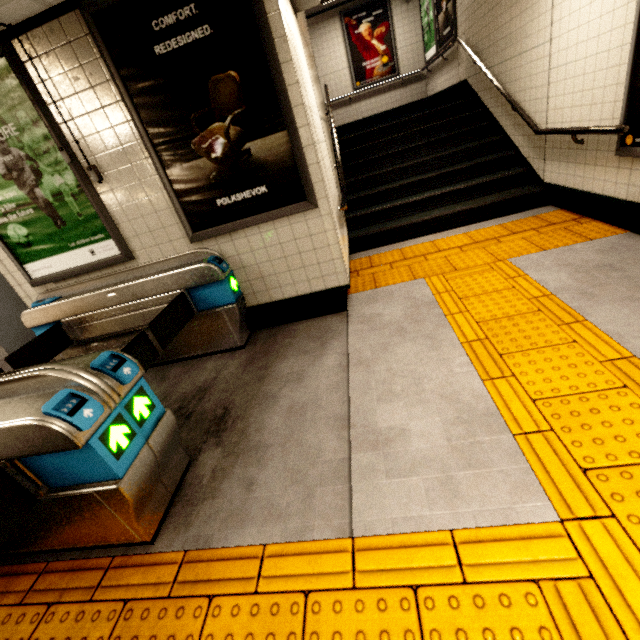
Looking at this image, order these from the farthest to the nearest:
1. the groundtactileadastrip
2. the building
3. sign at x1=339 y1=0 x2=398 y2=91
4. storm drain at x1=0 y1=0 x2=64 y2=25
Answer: sign at x1=339 y1=0 x2=398 y2=91 < the building < storm drain at x1=0 y1=0 x2=64 y2=25 < the groundtactileadastrip

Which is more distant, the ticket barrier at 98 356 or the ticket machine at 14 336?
the ticket machine at 14 336

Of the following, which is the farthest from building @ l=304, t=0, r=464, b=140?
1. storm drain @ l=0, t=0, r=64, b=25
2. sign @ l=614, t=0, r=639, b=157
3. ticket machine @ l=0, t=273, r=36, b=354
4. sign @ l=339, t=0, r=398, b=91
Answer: ticket machine @ l=0, t=273, r=36, b=354

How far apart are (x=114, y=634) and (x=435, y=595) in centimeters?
144cm

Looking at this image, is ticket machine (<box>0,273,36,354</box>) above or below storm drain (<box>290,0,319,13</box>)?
below

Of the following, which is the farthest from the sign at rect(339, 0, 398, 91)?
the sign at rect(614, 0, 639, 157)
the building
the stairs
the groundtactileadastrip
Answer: the sign at rect(614, 0, 639, 157)

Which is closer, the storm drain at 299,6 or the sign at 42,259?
the sign at 42,259

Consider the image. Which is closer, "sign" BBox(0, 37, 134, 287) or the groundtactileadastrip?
the groundtactileadastrip
